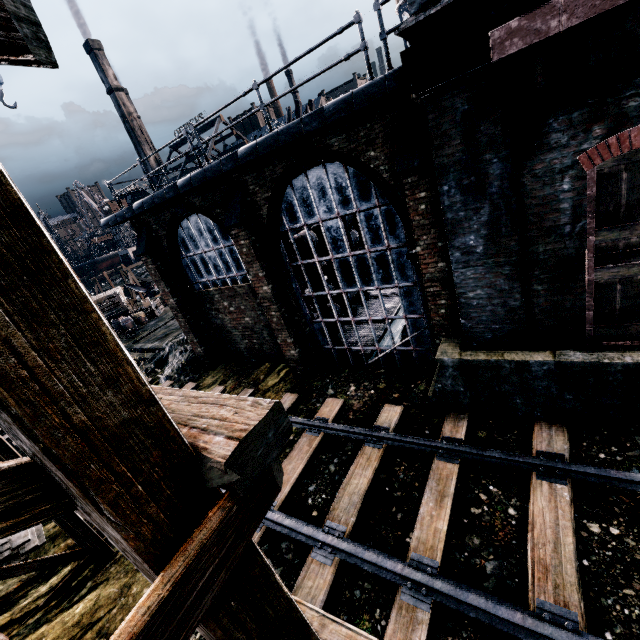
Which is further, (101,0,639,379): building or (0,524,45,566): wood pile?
(0,524,45,566): wood pile

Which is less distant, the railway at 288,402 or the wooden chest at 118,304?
the railway at 288,402

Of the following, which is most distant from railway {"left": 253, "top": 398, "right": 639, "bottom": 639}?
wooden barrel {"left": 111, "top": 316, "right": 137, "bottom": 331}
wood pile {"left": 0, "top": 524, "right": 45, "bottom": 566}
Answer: wooden barrel {"left": 111, "top": 316, "right": 137, "bottom": 331}

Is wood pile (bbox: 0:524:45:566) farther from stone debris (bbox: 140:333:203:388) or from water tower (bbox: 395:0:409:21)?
water tower (bbox: 395:0:409:21)

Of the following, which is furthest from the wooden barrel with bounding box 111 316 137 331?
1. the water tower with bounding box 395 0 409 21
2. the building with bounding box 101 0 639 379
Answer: the water tower with bounding box 395 0 409 21

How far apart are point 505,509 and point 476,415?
2.5 meters

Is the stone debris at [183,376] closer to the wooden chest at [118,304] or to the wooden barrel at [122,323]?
the wooden barrel at [122,323]

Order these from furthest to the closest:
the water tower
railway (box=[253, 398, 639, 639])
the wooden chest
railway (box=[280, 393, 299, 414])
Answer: the water tower, the wooden chest, railway (box=[280, 393, 299, 414]), railway (box=[253, 398, 639, 639])
